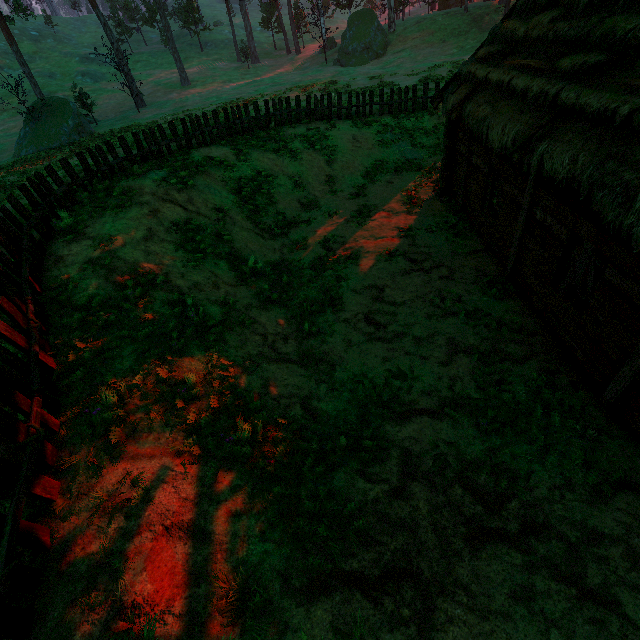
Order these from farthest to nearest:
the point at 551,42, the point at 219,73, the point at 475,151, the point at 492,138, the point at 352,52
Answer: the point at 219,73, the point at 352,52, the point at 475,151, the point at 492,138, the point at 551,42

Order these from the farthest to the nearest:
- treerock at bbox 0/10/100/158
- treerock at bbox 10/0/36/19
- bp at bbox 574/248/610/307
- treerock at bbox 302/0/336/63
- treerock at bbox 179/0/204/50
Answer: treerock at bbox 179/0/204/50, treerock at bbox 302/0/336/63, treerock at bbox 10/0/36/19, treerock at bbox 0/10/100/158, bp at bbox 574/248/610/307

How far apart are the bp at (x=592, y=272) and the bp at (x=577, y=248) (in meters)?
0.20

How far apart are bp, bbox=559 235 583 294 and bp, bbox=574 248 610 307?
0.2m

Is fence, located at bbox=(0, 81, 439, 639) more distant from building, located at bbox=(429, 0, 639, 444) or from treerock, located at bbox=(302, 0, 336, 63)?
treerock, located at bbox=(302, 0, 336, 63)

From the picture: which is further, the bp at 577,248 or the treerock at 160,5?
the treerock at 160,5

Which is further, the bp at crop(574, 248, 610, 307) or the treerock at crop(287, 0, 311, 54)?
the treerock at crop(287, 0, 311, 54)

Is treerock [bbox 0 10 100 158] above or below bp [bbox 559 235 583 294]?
above
